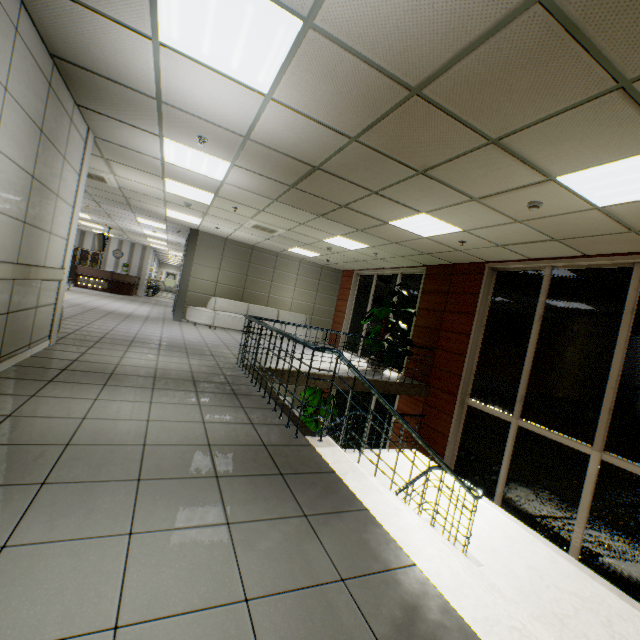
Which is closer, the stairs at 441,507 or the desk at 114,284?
the stairs at 441,507

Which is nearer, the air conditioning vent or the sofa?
the air conditioning vent

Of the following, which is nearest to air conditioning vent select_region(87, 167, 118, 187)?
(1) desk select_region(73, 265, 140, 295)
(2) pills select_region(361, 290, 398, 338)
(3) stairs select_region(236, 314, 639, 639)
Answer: (3) stairs select_region(236, 314, 639, 639)

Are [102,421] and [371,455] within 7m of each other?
yes

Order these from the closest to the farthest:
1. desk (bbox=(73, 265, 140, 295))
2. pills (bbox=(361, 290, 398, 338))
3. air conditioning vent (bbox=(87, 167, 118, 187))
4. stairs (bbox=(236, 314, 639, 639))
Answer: stairs (bbox=(236, 314, 639, 639)), air conditioning vent (bbox=(87, 167, 118, 187)), pills (bbox=(361, 290, 398, 338)), desk (bbox=(73, 265, 140, 295))

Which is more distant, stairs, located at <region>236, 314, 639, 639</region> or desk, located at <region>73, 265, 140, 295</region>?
desk, located at <region>73, 265, 140, 295</region>

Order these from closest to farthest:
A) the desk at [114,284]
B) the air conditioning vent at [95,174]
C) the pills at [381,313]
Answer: the air conditioning vent at [95,174], the pills at [381,313], the desk at [114,284]

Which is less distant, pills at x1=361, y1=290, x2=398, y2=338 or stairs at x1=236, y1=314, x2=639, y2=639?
stairs at x1=236, y1=314, x2=639, y2=639
